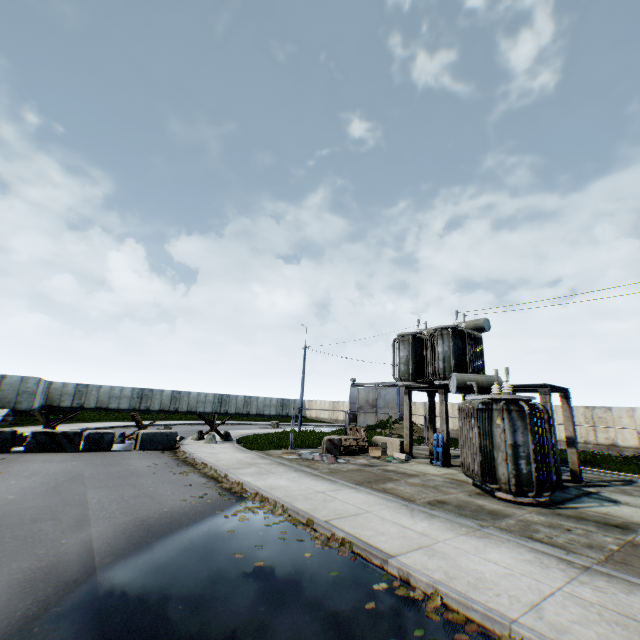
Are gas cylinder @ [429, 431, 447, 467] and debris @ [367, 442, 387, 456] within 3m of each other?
yes

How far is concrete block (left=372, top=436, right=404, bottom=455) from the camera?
16.9m

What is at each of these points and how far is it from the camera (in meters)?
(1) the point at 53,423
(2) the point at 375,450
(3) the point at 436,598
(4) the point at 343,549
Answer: (1) anti-tank obstacle, 15.59
(2) debris, 16.05
(3) leaf decal, 4.34
(4) leaf decal, 5.77

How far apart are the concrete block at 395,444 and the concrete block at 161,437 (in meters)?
10.49

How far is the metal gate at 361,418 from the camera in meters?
43.6 m

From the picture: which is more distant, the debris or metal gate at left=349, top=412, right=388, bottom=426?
metal gate at left=349, top=412, right=388, bottom=426

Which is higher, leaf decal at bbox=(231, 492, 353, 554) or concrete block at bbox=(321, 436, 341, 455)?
concrete block at bbox=(321, 436, 341, 455)

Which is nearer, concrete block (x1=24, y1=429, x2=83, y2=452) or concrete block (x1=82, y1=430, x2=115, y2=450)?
concrete block (x1=24, y1=429, x2=83, y2=452)
